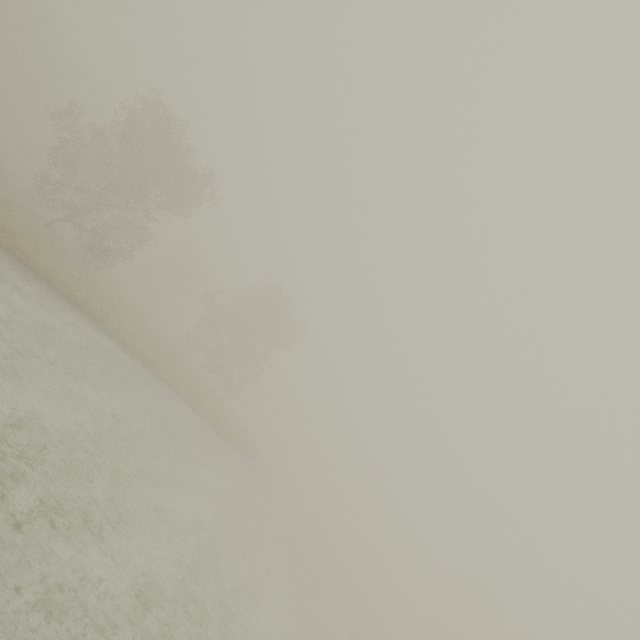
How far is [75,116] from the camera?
53.81m
